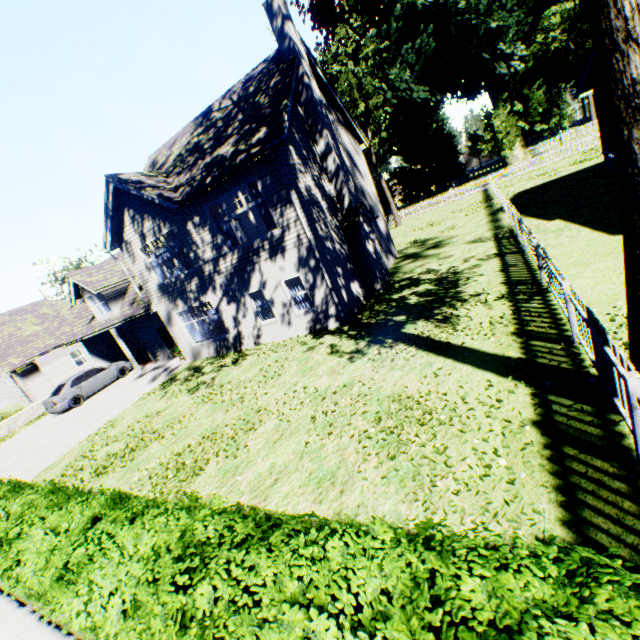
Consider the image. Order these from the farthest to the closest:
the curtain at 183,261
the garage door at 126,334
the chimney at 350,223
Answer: the garage door at 126,334 < the curtain at 183,261 < the chimney at 350,223

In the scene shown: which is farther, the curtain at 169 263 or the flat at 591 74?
the flat at 591 74

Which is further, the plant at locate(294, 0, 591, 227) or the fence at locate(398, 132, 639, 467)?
the plant at locate(294, 0, 591, 227)

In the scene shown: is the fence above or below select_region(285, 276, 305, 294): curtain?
below

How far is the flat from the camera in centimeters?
1581cm

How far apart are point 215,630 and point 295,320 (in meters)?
11.55

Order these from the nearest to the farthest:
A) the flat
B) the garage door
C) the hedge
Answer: the hedge
the flat
the garage door

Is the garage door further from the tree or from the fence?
the fence
